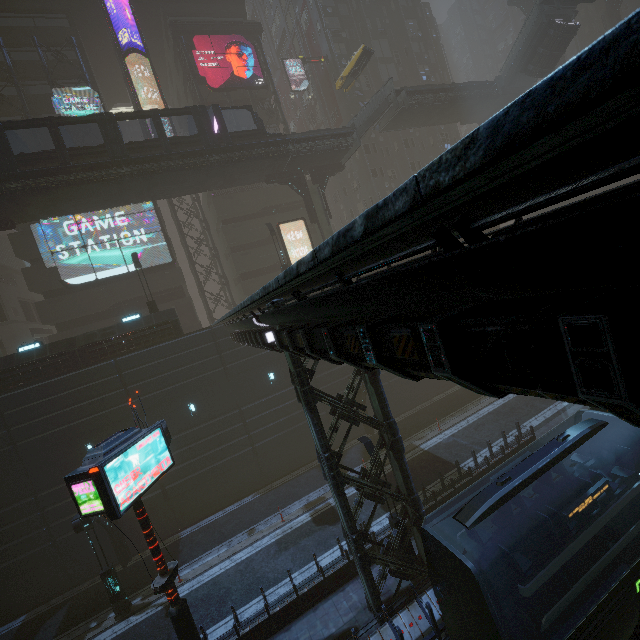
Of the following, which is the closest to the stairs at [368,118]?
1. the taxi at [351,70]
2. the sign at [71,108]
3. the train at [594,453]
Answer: the taxi at [351,70]

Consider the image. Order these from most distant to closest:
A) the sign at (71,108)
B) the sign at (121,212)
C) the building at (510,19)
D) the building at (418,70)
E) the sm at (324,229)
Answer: the building at (510,19) → the building at (418,70) → the sm at (324,229) → the sign at (121,212) → the sign at (71,108)

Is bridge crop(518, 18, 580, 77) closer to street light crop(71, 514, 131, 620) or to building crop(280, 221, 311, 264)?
building crop(280, 221, 311, 264)

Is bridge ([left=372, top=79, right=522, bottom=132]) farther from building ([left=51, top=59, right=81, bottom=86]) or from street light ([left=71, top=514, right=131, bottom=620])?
street light ([left=71, top=514, right=131, bottom=620])

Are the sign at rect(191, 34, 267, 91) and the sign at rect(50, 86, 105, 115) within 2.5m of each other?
no

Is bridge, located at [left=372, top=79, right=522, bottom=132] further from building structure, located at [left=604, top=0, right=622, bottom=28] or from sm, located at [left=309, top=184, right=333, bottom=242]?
building structure, located at [left=604, top=0, right=622, bottom=28]

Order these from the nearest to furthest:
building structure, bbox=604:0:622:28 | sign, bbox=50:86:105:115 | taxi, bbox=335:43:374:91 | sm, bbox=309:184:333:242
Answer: sign, bbox=50:86:105:115 → sm, bbox=309:184:333:242 → taxi, bbox=335:43:374:91 → building structure, bbox=604:0:622:28

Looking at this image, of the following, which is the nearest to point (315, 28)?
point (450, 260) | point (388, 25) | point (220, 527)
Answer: point (388, 25)
